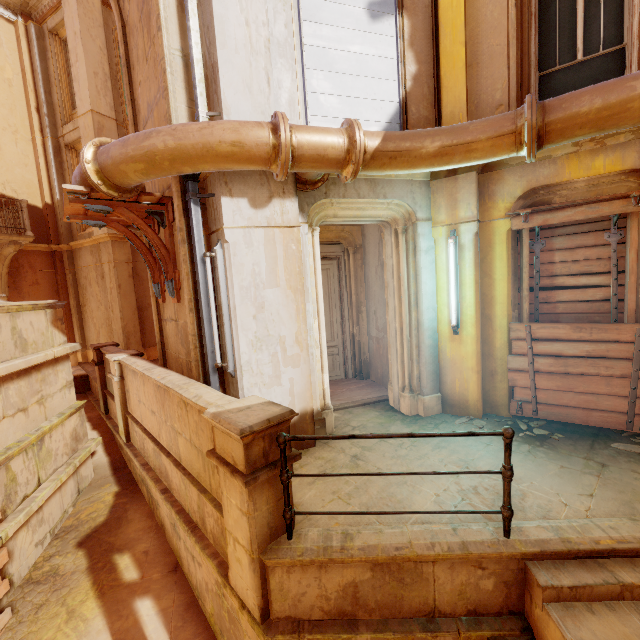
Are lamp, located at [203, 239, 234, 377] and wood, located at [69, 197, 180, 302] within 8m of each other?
yes

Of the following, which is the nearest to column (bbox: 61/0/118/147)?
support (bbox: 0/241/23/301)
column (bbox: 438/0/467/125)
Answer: support (bbox: 0/241/23/301)

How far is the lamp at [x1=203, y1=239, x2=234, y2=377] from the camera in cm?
413

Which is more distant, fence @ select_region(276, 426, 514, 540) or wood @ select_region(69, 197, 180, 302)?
wood @ select_region(69, 197, 180, 302)

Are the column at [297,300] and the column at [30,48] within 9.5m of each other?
no

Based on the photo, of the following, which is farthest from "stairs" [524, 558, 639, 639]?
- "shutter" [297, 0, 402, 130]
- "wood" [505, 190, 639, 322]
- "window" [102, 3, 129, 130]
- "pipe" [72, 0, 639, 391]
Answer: "window" [102, 3, 129, 130]

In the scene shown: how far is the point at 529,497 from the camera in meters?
3.3 m

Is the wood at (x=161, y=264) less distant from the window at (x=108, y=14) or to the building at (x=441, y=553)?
the building at (x=441, y=553)
